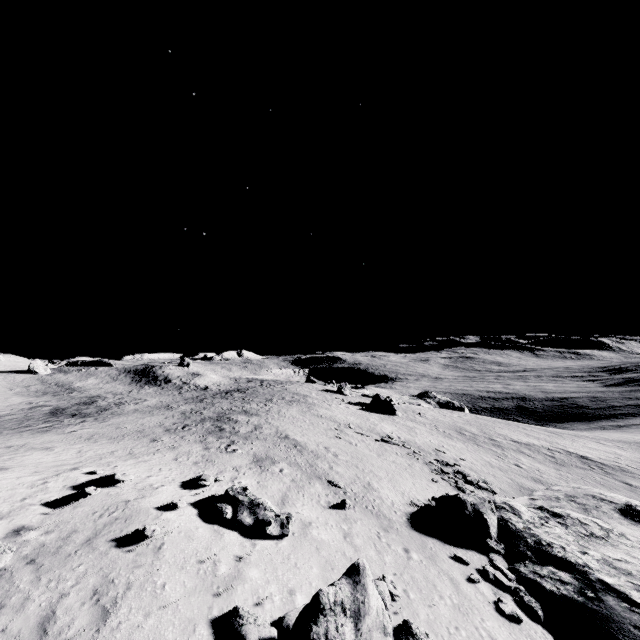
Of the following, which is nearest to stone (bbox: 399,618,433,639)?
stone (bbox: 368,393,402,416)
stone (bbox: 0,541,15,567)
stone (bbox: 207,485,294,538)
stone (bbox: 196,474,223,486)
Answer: stone (bbox: 207,485,294,538)

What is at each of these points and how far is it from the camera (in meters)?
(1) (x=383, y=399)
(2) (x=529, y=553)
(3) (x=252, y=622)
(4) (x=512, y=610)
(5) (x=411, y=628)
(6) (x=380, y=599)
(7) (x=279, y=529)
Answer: (1) stone, 54.72
(2) stone, 16.45
(3) stone, 8.17
(4) stone, 12.62
(5) stone, 9.82
(6) stone, 8.30
(7) stone, 12.42

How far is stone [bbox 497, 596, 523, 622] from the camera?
12.3m

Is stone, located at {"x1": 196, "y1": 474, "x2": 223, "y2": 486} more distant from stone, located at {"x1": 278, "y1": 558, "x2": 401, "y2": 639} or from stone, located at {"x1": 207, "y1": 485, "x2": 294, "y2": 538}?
stone, located at {"x1": 278, "y1": 558, "x2": 401, "y2": 639}

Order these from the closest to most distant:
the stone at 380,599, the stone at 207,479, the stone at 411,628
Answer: the stone at 380,599, the stone at 411,628, the stone at 207,479

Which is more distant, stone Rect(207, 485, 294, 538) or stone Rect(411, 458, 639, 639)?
stone Rect(411, 458, 639, 639)

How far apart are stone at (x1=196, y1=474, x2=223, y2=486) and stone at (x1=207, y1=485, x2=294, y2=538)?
1.4 meters

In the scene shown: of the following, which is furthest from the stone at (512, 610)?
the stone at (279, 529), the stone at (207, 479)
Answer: the stone at (207, 479)
